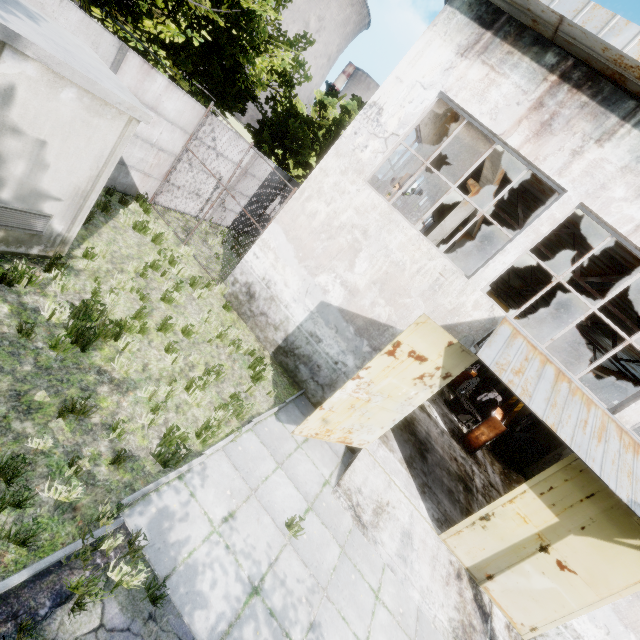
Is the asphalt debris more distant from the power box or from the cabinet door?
the power box

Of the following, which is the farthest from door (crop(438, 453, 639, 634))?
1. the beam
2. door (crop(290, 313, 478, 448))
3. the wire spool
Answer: the wire spool

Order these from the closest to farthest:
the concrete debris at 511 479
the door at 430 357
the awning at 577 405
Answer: the awning at 577 405 < the door at 430 357 < the concrete debris at 511 479

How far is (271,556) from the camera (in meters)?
5.18

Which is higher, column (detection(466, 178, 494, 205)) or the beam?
the beam

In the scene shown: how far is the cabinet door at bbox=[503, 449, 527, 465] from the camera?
16.9m

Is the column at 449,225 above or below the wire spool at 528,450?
above

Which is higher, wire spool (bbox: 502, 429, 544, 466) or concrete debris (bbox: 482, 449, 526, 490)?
wire spool (bbox: 502, 429, 544, 466)
